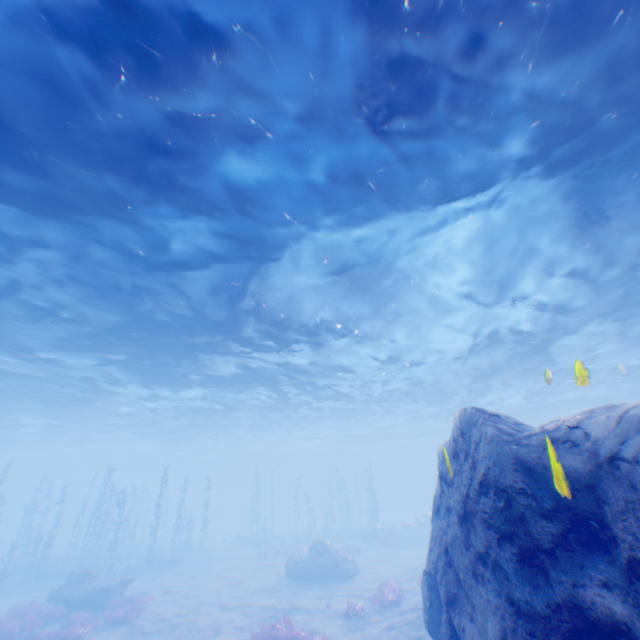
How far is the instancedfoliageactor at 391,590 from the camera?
16.0 meters

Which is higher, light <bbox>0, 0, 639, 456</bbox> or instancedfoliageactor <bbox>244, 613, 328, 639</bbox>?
light <bbox>0, 0, 639, 456</bbox>

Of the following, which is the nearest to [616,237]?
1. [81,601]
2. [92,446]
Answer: [81,601]

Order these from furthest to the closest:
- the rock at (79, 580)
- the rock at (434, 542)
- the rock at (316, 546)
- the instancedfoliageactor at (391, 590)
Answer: the rock at (316, 546) < the rock at (79, 580) < the instancedfoliageactor at (391, 590) < the rock at (434, 542)

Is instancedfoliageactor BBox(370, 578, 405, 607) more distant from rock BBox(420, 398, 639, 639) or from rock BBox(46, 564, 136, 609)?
rock BBox(46, 564, 136, 609)

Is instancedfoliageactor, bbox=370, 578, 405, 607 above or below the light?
below

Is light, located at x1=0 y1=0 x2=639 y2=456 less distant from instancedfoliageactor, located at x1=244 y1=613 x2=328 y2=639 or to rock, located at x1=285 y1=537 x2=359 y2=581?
instancedfoliageactor, located at x1=244 y1=613 x2=328 y2=639

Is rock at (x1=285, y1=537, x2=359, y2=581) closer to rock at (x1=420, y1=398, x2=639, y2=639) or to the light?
the light
